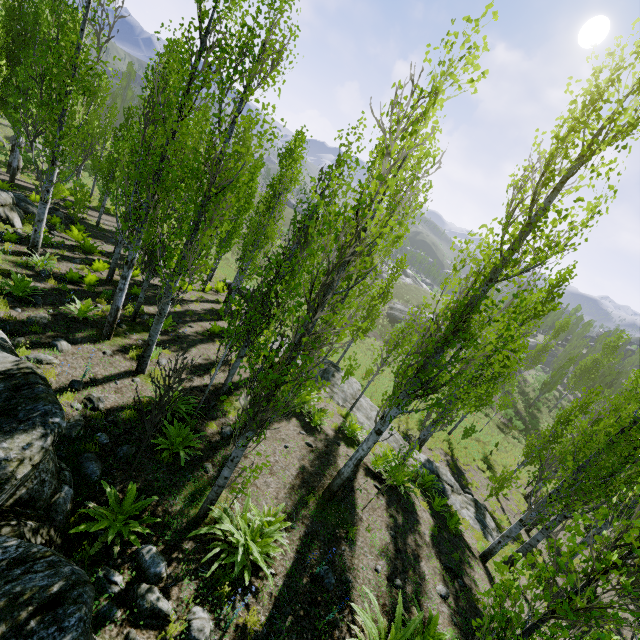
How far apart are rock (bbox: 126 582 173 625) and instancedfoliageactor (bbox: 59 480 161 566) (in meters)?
0.47

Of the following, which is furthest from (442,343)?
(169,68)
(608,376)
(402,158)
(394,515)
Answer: (608,376)

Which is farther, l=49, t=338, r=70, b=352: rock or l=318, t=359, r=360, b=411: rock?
l=318, t=359, r=360, b=411: rock

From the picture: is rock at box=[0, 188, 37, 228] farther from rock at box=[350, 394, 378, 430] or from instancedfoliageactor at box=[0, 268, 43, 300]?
rock at box=[350, 394, 378, 430]

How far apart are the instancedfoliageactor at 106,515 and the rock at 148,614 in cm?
47

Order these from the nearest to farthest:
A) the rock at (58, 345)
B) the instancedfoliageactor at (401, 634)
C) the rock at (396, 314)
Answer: the instancedfoliageactor at (401, 634) → the rock at (58, 345) → the rock at (396, 314)

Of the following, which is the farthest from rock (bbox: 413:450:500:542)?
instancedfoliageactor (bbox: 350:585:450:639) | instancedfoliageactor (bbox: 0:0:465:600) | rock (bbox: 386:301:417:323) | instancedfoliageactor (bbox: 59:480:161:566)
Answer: rock (bbox: 386:301:417:323)

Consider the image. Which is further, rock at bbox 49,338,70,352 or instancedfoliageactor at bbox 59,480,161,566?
rock at bbox 49,338,70,352
